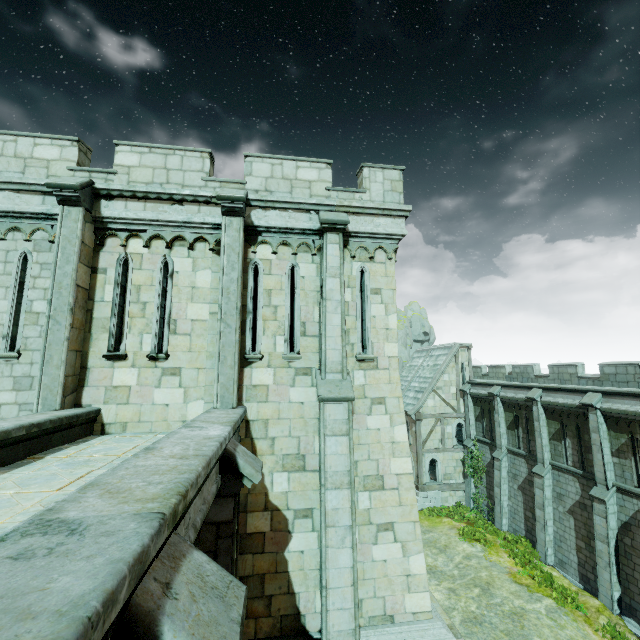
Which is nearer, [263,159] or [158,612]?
[158,612]

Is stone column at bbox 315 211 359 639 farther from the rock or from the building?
the rock

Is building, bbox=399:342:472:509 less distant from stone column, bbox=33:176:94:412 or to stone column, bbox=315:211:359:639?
stone column, bbox=315:211:359:639

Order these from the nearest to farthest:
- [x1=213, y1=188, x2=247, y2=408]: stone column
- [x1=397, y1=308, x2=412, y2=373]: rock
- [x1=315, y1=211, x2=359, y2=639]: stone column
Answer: [x1=315, y1=211, x2=359, y2=639]: stone column → [x1=213, y1=188, x2=247, y2=408]: stone column → [x1=397, y1=308, x2=412, y2=373]: rock

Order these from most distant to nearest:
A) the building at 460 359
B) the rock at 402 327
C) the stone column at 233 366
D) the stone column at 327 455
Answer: the rock at 402 327 → the building at 460 359 → the stone column at 233 366 → the stone column at 327 455

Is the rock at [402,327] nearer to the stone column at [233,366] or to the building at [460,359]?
the building at [460,359]

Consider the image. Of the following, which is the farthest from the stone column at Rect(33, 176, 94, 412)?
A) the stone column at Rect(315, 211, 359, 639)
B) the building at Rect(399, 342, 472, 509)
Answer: the building at Rect(399, 342, 472, 509)

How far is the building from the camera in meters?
26.2 m
